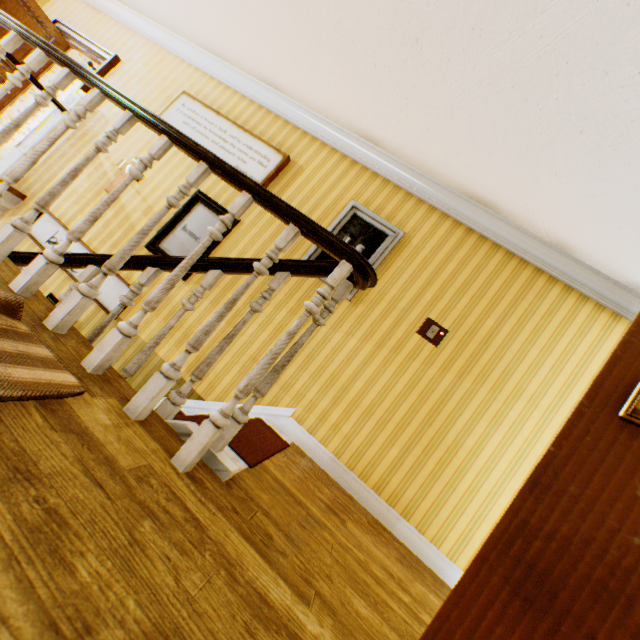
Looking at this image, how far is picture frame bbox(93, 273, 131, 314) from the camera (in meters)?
3.83

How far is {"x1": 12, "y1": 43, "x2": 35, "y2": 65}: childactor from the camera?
4.9 meters

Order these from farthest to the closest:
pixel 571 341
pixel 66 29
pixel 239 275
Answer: pixel 66 29
pixel 239 275
pixel 571 341

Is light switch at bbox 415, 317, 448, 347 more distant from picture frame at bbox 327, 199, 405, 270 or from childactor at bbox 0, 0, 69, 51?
childactor at bbox 0, 0, 69, 51

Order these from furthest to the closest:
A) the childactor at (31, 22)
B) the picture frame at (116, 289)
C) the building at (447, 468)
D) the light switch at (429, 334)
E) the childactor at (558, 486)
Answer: the childactor at (31, 22)
the picture frame at (116, 289)
the light switch at (429, 334)
the building at (447, 468)
the childactor at (558, 486)

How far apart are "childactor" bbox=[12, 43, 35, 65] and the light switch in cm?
725

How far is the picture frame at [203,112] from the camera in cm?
399
